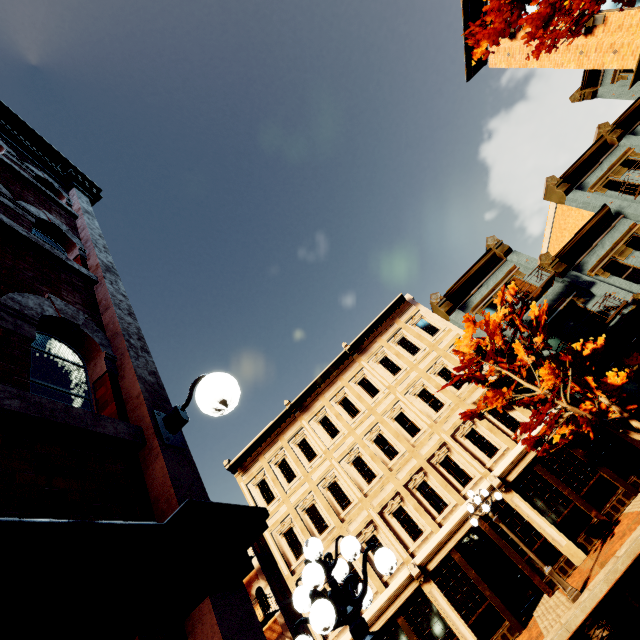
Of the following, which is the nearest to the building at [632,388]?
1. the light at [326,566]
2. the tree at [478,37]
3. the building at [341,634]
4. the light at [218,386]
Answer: the building at [341,634]

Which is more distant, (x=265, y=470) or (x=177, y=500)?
(x=265, y=470)

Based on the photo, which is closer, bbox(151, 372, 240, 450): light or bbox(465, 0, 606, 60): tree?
bbox(151, 372, 240, 450): light

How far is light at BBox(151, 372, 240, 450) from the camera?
2.2 meters

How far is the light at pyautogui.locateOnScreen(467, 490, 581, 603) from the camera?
9.5m

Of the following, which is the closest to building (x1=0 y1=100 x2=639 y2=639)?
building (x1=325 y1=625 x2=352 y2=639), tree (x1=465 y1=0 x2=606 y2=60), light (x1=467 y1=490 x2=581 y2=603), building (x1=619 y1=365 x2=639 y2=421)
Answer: tree (x1=465 y1=0 x2=606 y2=60)

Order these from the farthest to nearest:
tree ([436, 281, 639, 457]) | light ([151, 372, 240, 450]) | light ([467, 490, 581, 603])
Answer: tree ([436, 281, 639, 457])
light ([467, 490, 581, 603])
light ([151, 372, 240, 450])

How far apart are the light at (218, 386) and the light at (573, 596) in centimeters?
1222cm
